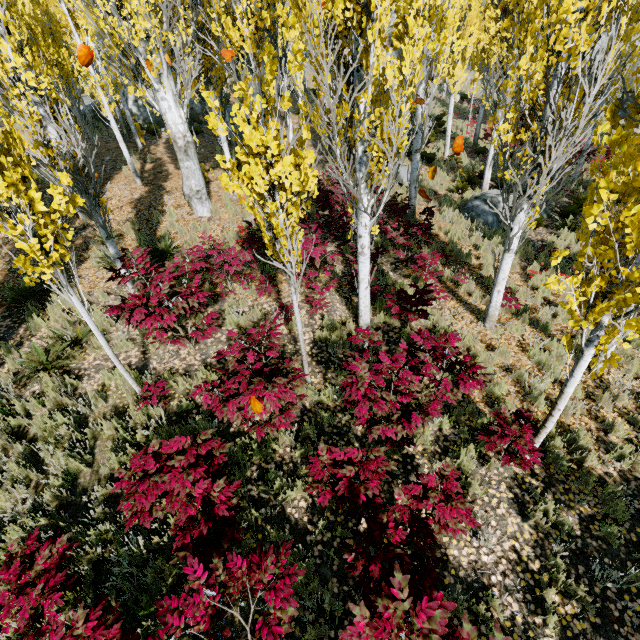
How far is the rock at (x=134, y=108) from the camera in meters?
19.7 m

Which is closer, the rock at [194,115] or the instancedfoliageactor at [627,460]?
the instancedfoliageactor at [627,460]

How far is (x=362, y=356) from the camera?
5.1 meters

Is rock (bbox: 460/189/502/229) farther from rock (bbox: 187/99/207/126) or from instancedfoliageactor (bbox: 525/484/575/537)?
rock (bbox: 187/99/207/126)

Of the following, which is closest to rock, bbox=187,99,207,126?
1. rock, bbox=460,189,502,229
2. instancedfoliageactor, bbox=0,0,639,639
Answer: instancedfoliageactor, bbox=0,0,639,639

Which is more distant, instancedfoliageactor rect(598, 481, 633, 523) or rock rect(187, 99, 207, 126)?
rock rect(187, 99, 207, 126)
